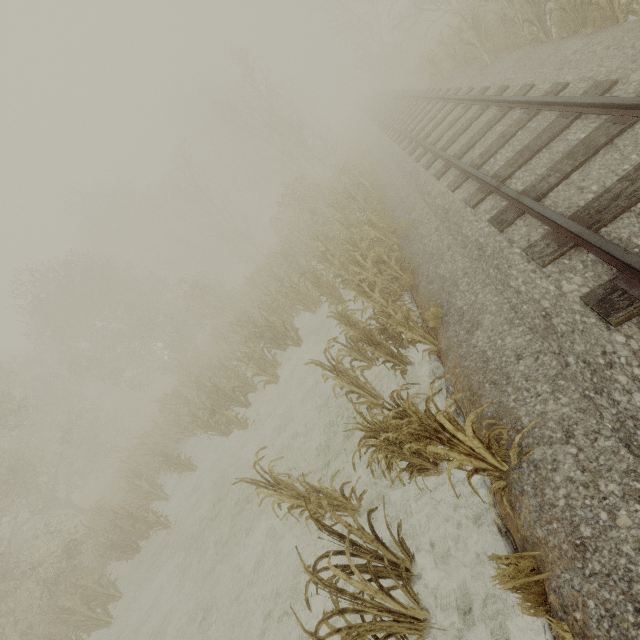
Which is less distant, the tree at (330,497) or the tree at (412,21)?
the tree at (330,497)

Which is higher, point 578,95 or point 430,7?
point 430,7

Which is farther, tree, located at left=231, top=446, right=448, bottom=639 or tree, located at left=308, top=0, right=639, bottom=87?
tree, located at left=308, top=0, right=639, bottom=87
